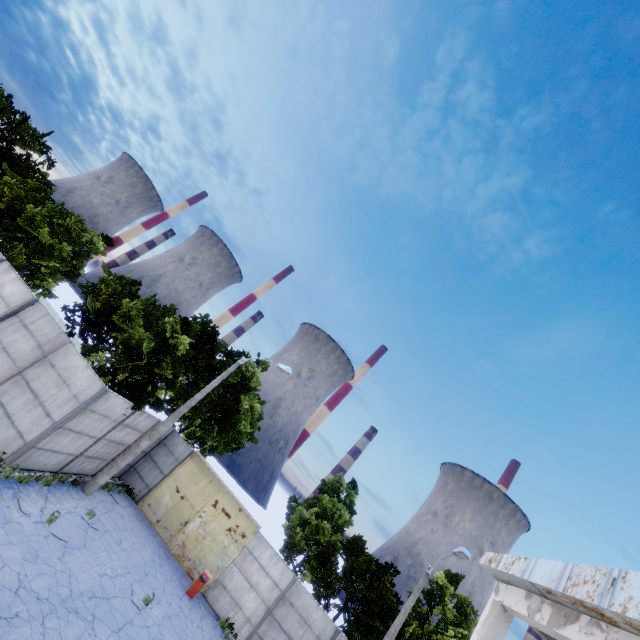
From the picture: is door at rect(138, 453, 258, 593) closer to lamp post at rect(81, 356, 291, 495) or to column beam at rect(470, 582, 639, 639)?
lamp post at rect(81, 356, 291, 495)

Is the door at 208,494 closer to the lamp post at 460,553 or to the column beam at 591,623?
the lamp post at 460,553

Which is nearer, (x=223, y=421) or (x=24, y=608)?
(x=24, y=608)

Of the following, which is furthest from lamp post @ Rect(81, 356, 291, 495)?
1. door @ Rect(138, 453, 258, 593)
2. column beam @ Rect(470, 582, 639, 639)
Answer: column beam @ Rect(470, 582, 639, 639)

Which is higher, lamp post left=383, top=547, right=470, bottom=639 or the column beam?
lamp post left=383, top=547, right=470, bottom=639

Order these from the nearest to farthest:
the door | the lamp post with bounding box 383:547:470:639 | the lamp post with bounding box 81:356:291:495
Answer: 1. the lamp post with bounding box 81:356:291:495
2. the lamp post with bounding box 383:547:470:639
3. the door

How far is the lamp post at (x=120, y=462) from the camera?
14.12m

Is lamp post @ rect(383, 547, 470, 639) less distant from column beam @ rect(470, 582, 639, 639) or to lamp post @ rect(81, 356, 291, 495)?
column beam @ rect(470, 582, 639, 639)
